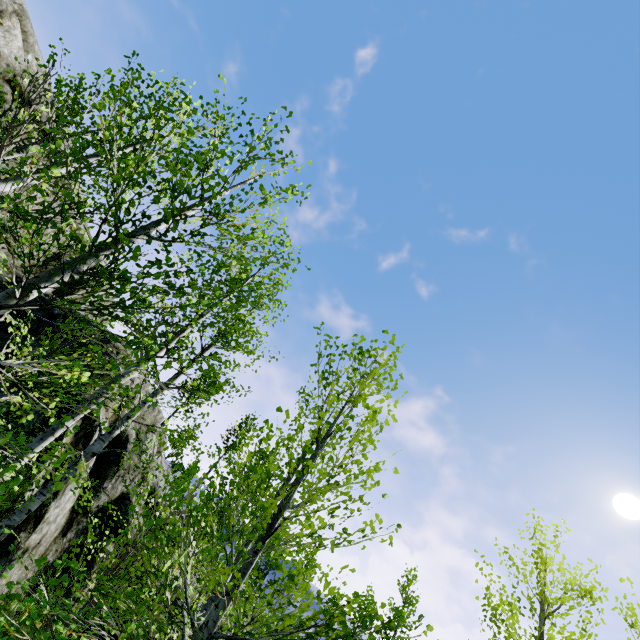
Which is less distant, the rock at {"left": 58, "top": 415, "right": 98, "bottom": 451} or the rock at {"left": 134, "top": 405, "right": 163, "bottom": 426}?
the rock at {"left": 58, "top": 415, "right": 98, "bottom": 451}

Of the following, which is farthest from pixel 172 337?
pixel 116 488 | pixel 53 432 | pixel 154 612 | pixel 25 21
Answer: pixel 25 21

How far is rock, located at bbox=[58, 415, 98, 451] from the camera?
10.0m

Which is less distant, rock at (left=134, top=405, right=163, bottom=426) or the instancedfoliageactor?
the instancedfoliageactor

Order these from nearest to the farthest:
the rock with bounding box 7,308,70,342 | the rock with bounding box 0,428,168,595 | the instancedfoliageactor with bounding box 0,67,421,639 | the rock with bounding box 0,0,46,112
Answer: the instancedfoliageactor with bounding box 0,67,421,639, the rock with bounding box 0,428,168,595, the rock with bounding box 7,308,70,342, the rock with bounding box 0,0,46,112

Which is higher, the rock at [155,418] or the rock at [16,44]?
the rock at [16,44]

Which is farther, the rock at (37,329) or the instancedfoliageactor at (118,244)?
the rock at (37,329)
